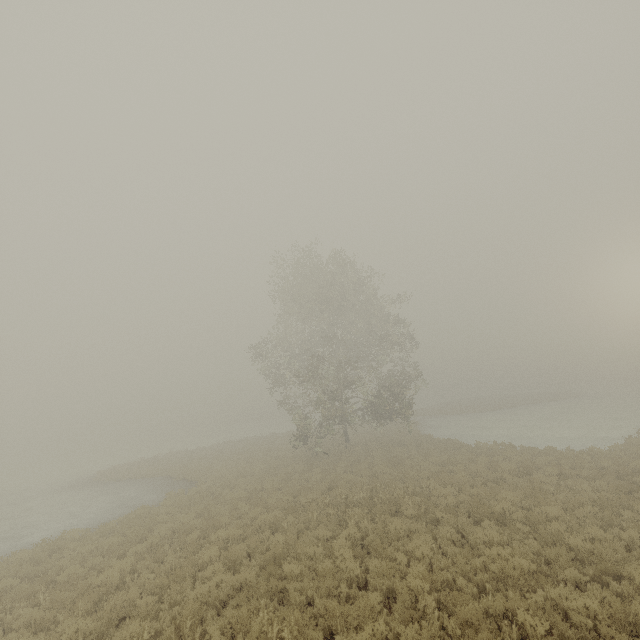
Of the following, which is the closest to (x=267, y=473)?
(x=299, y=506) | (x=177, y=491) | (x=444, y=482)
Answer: (x=177, y=491)
